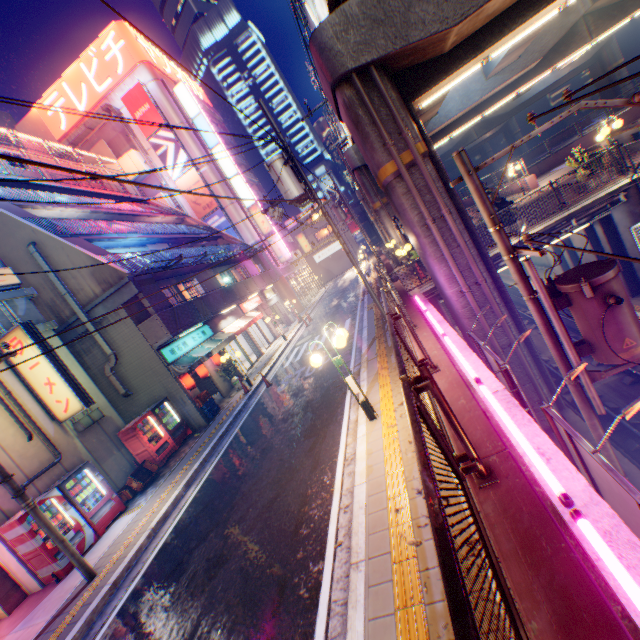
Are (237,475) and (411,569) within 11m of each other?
yes

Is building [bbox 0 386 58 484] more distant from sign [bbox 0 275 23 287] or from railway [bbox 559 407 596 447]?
railway [bbox 559 407 596 447]

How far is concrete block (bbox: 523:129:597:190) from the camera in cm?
2144

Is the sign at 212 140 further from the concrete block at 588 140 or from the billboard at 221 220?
the concrete block at 588 140

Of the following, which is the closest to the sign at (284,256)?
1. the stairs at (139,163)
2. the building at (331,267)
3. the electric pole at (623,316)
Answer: the stairs at (139,163)

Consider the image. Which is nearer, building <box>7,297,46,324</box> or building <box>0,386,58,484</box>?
building <box>0,386,58,484</box>

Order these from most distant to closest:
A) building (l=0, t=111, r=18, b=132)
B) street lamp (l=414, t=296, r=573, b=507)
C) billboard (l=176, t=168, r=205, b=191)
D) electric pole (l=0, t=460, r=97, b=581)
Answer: building (l=0, t=111, r=18, b=132), billboard (l=176, t=168, r=205, b=191), electric pole (l=0, t=460, r=97, b=581), street lamp (l=414, t=296, r=573, b=507)

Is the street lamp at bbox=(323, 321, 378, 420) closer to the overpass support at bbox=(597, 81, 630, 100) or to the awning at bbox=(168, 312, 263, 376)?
the overpass support at bbox=(597, 81, 630, 100)
